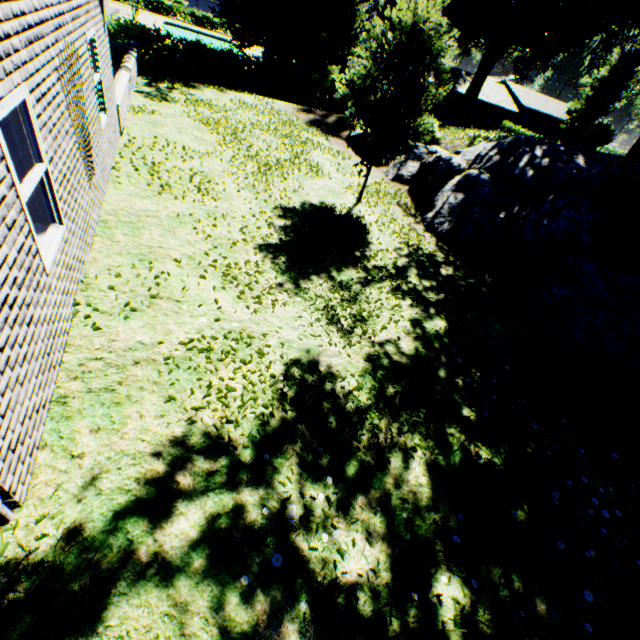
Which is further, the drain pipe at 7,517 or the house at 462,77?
the house at 462,77

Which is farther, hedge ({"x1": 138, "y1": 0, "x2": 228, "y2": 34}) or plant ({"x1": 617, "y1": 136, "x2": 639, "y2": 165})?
hedge ({"x1": 138, "y1": 0, "x2": 228, "y2": 34})

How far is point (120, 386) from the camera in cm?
368

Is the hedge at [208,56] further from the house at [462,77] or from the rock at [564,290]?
the house at [462,77]

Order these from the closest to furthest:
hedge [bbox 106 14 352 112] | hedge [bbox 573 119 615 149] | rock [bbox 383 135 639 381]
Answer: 1. rock [bbox 383 135 639 381]
2. hedge [bbox 573 119 615 149]
3. hedge [bbox 106 14 352 112]

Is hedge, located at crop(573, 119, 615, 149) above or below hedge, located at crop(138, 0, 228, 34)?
above

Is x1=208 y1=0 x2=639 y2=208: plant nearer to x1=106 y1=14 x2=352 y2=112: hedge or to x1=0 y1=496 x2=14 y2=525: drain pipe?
x1=106 y1=14 x2=352 y2=112: hedge

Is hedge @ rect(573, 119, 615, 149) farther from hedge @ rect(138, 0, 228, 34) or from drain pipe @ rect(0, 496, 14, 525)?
hedge @ rect(138, 0, 228, 34)
